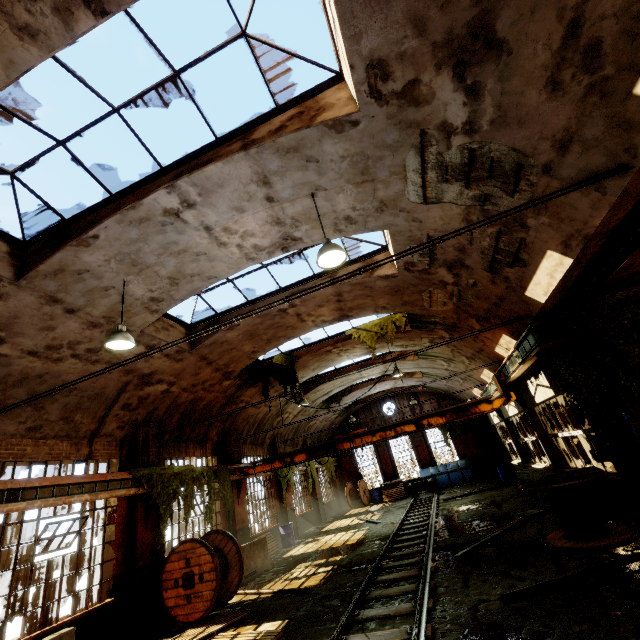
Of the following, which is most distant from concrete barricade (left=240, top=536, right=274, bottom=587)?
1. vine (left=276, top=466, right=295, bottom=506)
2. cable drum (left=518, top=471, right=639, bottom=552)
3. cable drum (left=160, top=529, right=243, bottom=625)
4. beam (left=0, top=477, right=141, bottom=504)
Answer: cable drum (left=518, top=471, right=639, bottom=552)

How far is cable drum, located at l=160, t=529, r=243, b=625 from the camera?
8.4 meters

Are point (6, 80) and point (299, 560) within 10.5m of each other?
no

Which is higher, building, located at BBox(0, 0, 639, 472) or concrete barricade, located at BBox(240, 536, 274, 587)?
building, located at BBox(0, 0, 639, 472)

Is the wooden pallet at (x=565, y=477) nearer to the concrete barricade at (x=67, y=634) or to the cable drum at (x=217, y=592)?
the cable drum at (x=217, y=592)

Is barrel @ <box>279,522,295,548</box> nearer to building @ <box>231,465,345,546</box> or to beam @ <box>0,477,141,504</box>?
building @ <box>231,465,345,546</box>

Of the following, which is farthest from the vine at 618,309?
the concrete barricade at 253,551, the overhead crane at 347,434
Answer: the concrete barricade at 253,551

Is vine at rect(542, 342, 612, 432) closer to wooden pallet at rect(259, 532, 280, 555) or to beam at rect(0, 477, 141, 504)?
beam at rect(0, 477, 141, 504)
